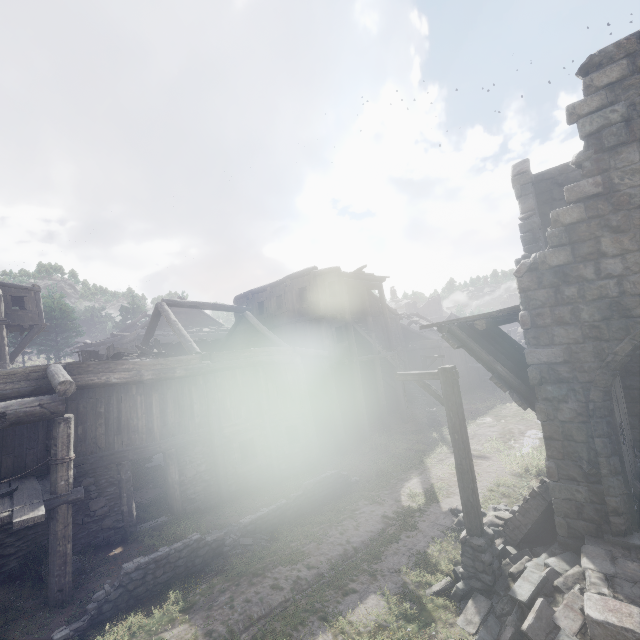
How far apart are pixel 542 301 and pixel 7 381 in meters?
14.0 m

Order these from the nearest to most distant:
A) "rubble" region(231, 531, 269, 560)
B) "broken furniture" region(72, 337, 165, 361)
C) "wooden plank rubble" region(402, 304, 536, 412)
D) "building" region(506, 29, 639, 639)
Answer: "building" region(506, 29, 639, 639), "wooden plank rubble" region(402, 304, 536, 412), "rubble" region(231, 531, 269, 560), "broken furniture" region(72, 337, 165, 361)

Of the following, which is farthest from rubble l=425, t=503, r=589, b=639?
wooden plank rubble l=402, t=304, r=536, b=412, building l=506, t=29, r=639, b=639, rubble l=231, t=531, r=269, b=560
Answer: rubble l=231, t=531, r=269, b=560

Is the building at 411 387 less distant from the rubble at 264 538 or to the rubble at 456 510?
the rubble at 456 510

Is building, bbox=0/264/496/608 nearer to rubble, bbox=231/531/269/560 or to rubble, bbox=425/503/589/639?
rubble, bbox=425/503/589/639

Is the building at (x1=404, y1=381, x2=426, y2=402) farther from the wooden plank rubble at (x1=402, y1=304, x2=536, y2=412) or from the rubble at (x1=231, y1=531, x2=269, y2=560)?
the rubble at (x1=231, y1=531, x2=269, y2=560)

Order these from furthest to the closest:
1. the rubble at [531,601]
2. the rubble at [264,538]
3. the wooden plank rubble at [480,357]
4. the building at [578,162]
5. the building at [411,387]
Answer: the building at [411,387]
the rubble at [264,538]
the wooden plank rubble at [480,357]
the building at [578,162]
the rubble at [531,601]

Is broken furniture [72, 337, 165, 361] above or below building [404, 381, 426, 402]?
above
